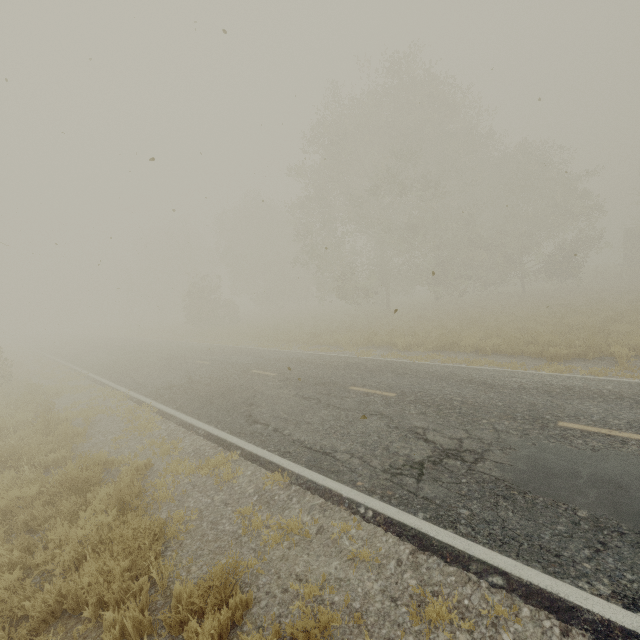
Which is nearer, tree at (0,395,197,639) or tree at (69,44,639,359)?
tree at (0,395,197,639)

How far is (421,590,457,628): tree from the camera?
3.11m

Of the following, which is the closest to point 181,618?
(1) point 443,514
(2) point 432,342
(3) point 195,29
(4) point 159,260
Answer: (1) point 443,514

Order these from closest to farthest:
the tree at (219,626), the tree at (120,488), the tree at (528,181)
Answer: the tree at (219,626)
the tree at (120,488)
the tree at (528,181)

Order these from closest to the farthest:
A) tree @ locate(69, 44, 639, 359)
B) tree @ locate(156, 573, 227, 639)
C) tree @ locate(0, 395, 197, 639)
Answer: tree @ locate(156, 573, 227, 639) < tree @ locate(0, 395, 197, 639) < tree @ locate(69, 44, 639, 359)

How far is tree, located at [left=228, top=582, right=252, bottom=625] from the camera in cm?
332

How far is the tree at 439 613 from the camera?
3.11m
